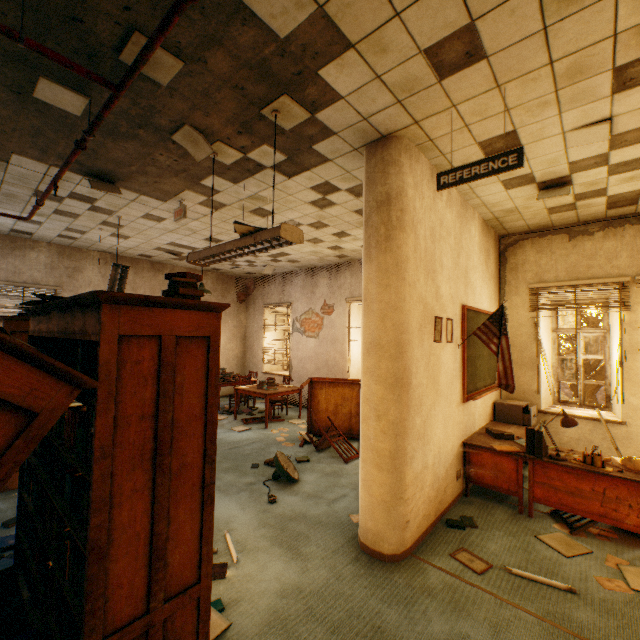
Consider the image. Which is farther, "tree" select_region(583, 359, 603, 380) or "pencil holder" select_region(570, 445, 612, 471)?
"tree" select_region(583, 359, 603, 380)

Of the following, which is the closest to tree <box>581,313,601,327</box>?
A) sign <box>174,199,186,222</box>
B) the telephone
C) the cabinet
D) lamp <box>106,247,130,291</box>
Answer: the cabinet

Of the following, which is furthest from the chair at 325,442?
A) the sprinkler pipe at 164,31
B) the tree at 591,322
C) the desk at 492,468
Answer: the tree at 591,322

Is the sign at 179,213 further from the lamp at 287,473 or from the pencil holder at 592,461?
the pencil holder at 592,461

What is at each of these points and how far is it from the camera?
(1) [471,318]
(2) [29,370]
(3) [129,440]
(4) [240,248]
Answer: (1) blackboard, 4.6 meters
(2) bookcase, 1.2 meters
(3) book, 1.5 meters
(4) lamp, 3.0 meters

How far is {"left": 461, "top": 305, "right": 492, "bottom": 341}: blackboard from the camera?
4.3 meters

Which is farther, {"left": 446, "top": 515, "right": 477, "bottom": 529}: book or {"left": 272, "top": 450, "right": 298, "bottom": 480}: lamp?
{"left": 272, "top": 450, "right": 298, "bottom": 480}: lamp

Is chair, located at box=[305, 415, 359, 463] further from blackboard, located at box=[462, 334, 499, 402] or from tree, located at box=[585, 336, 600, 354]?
tree, located at box=[585, 336, 600, 354]
